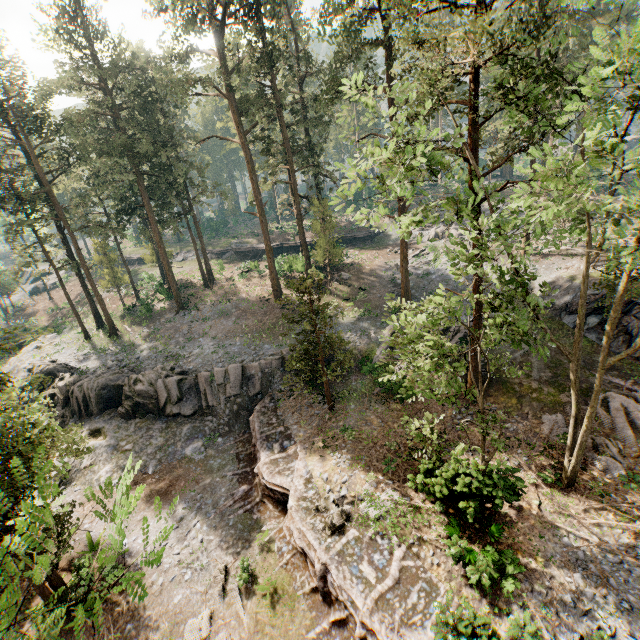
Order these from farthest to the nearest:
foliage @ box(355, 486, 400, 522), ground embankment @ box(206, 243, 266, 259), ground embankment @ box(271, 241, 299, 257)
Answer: ground embankment @ box(206, 243, 266, 259) → ground embankment @ box(271, 241, 299, 257) → foliage @ box(355, 486, 400, 522)

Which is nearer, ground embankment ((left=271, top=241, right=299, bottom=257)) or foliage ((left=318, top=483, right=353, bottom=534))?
foliage ((left=318, top=483, right=353, bottom=534))

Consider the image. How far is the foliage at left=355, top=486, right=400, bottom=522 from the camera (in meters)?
14.32

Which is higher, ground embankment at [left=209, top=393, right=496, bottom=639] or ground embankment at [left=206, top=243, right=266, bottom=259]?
ground embankment at [left=206, top=243, right=266, bottom=259]

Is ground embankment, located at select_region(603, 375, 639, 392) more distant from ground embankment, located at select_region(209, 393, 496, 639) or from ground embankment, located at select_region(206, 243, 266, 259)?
ground embankment, located at select_region(206, 243, 266, 259)

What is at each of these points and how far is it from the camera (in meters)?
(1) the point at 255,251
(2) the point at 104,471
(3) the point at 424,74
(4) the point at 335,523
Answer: (1) ground embankment, 49.00
(2) rock, 21.08
(3) foliage, 12.09
(4) foliage, 14.09

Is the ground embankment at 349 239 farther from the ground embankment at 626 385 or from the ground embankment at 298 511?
the ground embankment at 626 385

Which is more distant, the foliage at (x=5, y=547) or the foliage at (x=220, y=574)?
the foliage at (x=220, y=574)
